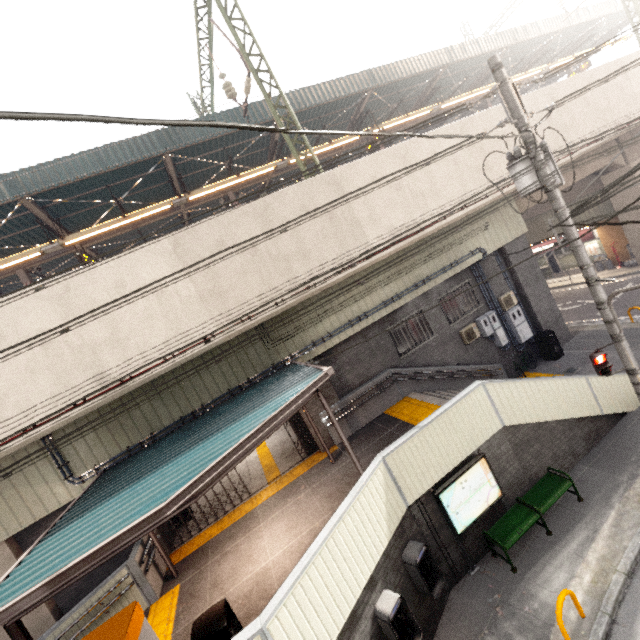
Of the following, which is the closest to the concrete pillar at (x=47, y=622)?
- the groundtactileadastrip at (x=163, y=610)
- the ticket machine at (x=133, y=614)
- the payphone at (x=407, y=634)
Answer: the groundtactileadastrip at (x=163, y=610)

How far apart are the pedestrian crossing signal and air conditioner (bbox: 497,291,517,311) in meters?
6.5 m

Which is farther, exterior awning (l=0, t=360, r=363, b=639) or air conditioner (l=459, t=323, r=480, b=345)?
air conditioner (l=459, t=323, r=480, b=345)

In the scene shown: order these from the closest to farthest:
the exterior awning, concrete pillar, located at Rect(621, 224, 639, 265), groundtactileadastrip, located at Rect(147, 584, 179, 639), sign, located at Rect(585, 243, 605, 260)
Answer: the exterior awning
groundtactileadastrip, located at Rect(147, 584, 179, 639)
concrete pillar, located at Rect(621, 224, 639, 265)
sign, located at Rect(585, 243, 605, 260)

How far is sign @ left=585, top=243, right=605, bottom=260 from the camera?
20.3m

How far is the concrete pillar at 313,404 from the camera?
10.70m

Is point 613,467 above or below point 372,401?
below

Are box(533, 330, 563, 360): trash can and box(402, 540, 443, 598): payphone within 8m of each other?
no
